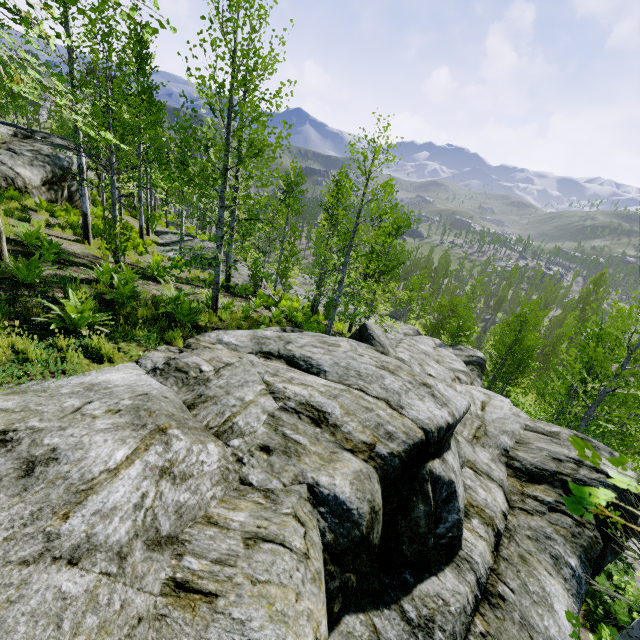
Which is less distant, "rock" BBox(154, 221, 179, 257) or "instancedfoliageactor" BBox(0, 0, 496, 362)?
"instancedfoliageactor" BBox(0, 0, 496, 362)

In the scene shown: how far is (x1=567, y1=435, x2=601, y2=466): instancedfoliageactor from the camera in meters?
0.8

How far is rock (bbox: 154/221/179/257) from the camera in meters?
19.3 m

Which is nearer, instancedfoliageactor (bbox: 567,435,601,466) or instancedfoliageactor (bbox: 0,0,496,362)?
instancedfoliageactor (bbox: 567,435,601,466)

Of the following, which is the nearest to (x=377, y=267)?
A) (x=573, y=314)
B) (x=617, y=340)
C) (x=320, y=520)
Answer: (x=320, y=520)

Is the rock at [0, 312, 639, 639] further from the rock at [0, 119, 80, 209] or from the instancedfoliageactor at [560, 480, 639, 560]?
the rock at [0, 119, 80, 209]

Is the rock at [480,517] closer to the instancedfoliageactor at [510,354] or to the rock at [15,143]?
the instancedfoliageactor at [510,354]
